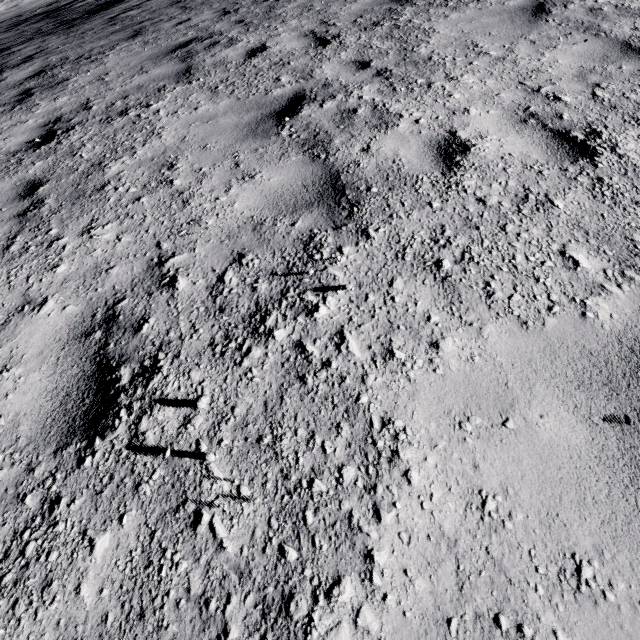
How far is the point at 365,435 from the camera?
1.6m
